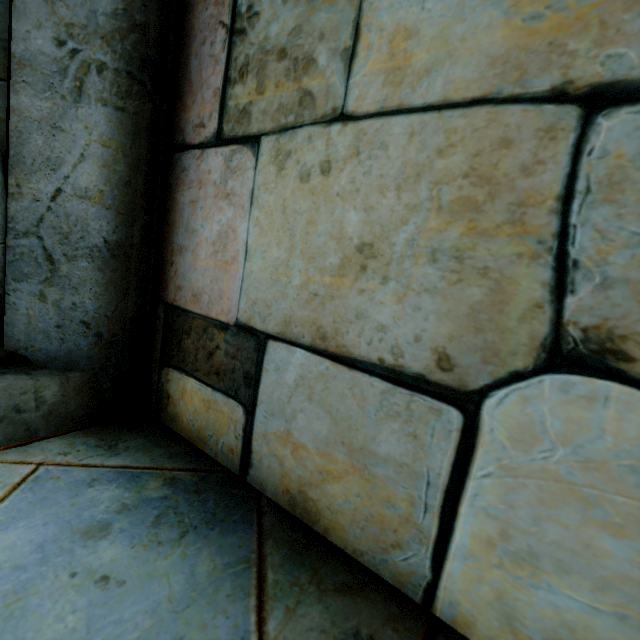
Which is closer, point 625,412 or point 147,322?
point 625,412
